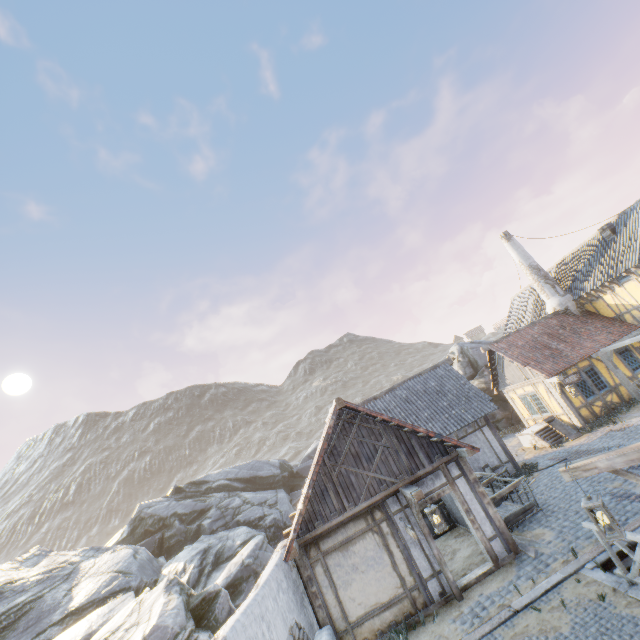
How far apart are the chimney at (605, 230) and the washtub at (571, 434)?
10.9m

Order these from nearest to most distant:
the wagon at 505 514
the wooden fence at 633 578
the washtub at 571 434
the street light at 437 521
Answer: the wooden fence at 633 578 < the street light at 437 521 < the wagon at 505 514 < the washtub at 571 434

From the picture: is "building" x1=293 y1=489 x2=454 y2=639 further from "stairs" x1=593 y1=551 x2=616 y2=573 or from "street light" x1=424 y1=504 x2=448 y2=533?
"stairs" x1=593 y1=551 x2=616 y2=573

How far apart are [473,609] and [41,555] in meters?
22.9 m

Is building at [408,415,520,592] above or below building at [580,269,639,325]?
below

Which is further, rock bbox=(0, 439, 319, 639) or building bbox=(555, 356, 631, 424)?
building bbox=(555, 356, 631, 424)

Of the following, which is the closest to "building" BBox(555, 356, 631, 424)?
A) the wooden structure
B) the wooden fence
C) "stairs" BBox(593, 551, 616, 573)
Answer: "stairs" BBox(593, 551, 616, 573)

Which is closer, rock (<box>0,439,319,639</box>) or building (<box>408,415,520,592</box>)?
building (<box>408,415,520,592</box>)
